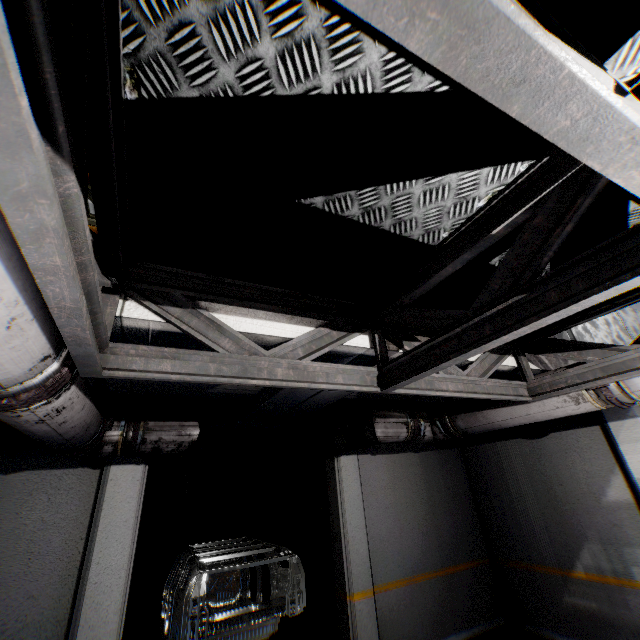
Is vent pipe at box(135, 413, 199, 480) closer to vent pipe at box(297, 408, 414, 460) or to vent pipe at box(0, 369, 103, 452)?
vent pipe at box(0, 369, 103, 452)

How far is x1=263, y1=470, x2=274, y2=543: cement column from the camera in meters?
8.8

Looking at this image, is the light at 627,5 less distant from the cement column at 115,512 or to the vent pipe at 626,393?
the vent pipe at 626,393

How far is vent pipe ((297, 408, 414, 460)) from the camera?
4.48m

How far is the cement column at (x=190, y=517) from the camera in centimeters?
1112cm

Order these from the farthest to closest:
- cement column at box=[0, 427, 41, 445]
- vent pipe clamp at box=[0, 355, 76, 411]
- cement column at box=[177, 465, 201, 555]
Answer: cement column at box=[177, 465, 201, 555] < cement column at box=[0, 427, 41, 445] < vent pipe clamp at box=[0, 355, 76, 411]

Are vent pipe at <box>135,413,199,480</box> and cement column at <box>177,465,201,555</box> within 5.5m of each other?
no

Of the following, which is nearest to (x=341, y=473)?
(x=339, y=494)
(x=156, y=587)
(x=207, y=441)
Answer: (x=339, y=494)
